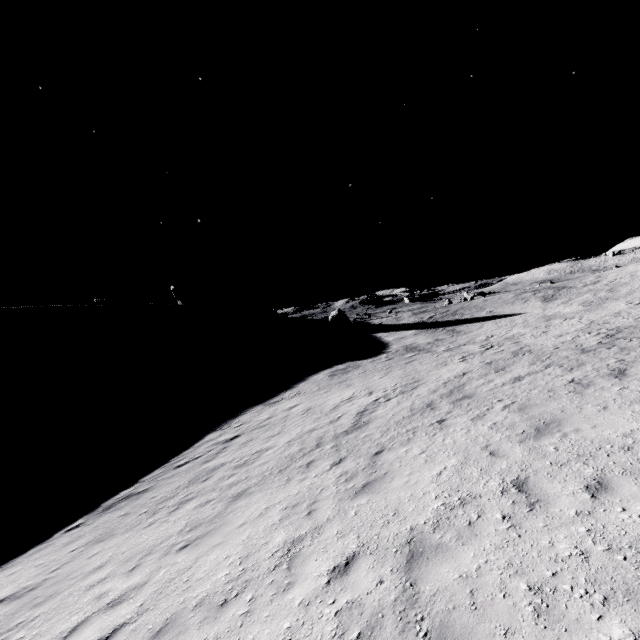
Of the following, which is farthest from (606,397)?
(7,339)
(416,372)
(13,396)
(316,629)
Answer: (7,339)

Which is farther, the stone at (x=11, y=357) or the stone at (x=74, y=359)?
the stone at (x=74, y=359)

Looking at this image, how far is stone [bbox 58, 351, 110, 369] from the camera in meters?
49.8

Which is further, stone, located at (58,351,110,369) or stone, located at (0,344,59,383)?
stone, located at (58,351,110,369)

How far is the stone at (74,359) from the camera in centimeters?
4978cm
